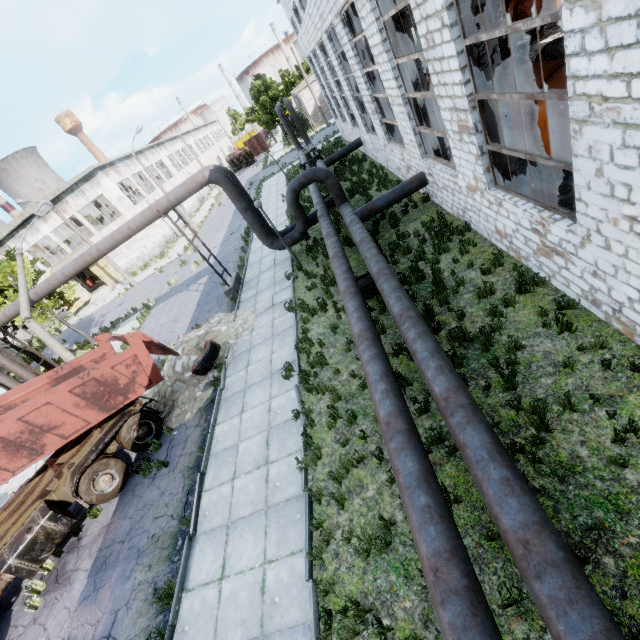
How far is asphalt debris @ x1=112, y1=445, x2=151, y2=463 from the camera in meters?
10.6 m

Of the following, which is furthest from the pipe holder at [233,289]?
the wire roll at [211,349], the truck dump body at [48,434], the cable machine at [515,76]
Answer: the cable machine at [515,76]

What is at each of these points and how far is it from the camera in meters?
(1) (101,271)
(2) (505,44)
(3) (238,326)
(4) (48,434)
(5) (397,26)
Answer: (1) door, 37.2
(2) wire spool, 19.2
(3) concrete debris, 13.3
(4) truck dump body, 8.3
(5) column beam, 9.9

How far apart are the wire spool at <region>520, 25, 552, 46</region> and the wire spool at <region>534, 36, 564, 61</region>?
9.43m

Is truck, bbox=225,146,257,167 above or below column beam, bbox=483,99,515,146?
below

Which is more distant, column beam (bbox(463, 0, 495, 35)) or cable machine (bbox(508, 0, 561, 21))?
cable machine (bbox(508, 0, 561, 21))

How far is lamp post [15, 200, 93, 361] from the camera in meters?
14.5

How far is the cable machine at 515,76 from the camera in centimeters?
873cm
